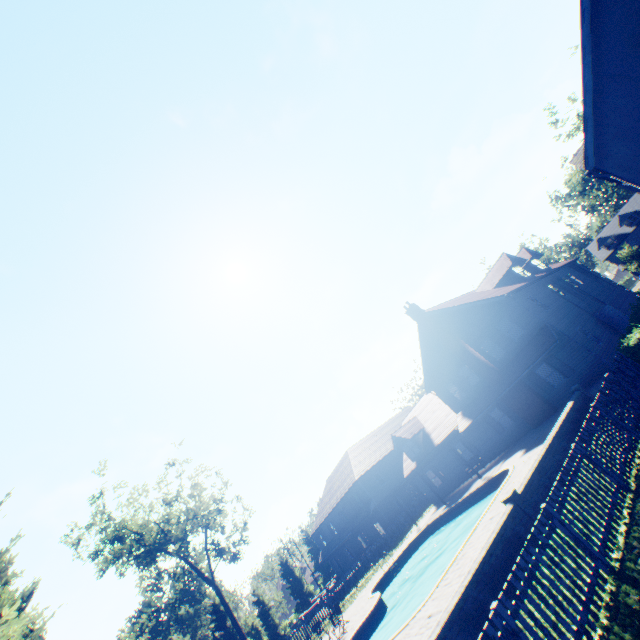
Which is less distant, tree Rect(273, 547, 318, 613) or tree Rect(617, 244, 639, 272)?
tree Rect(617, 244, 639, 272)

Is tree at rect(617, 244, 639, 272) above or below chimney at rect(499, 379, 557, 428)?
above

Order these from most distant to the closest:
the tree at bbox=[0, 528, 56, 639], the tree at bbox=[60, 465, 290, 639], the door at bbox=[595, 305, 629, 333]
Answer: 1. the tree at bbox=[60, 465, 290, 639]
2. the door at bbox=[595, 305, 629, 333]
3. the tree at bbox=[0, 528, 56, 639]

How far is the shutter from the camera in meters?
19.9

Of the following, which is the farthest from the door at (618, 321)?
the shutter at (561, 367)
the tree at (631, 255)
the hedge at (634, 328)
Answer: the tree at (631, 255)

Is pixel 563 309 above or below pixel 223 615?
below

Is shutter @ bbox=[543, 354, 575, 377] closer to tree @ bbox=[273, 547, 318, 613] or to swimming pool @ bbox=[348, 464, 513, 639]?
swimming pool @ bbox=[348, 464, 513, 639]
